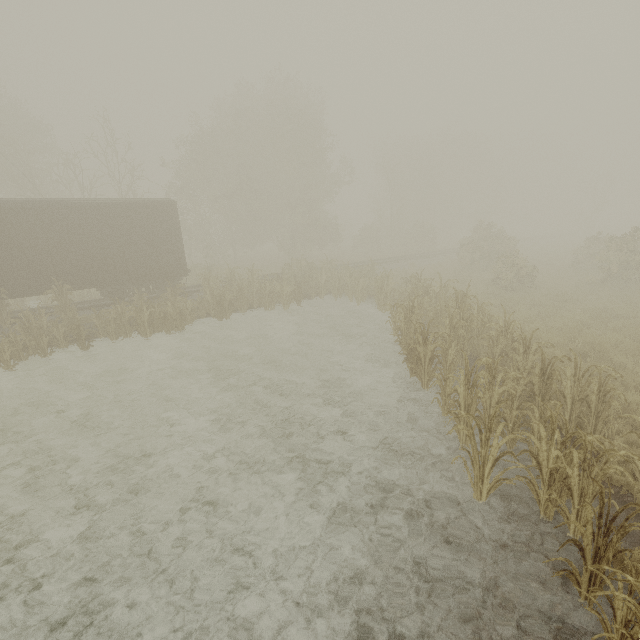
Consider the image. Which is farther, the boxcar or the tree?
the boxcar

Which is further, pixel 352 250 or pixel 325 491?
pixel 352 250

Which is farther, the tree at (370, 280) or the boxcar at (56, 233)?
the boxcar at (56, 233)
